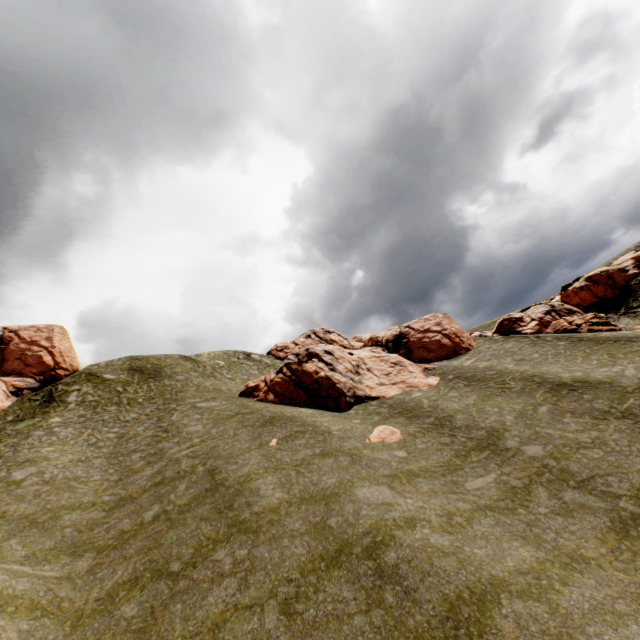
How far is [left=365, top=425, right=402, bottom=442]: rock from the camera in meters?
19.9 m

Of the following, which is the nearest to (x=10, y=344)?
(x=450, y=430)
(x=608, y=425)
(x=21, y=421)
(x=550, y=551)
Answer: (x=21, y=421)

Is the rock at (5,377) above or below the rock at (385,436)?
Result: above

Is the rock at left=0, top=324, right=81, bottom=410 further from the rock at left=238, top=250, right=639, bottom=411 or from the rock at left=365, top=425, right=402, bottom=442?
the rock at left=365, top=425, right=402, bottom=442

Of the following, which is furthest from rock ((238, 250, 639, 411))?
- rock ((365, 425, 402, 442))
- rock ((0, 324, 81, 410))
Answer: rock ((0, 324, 81, 410))

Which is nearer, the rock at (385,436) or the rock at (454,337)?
the rock at (385,436)
